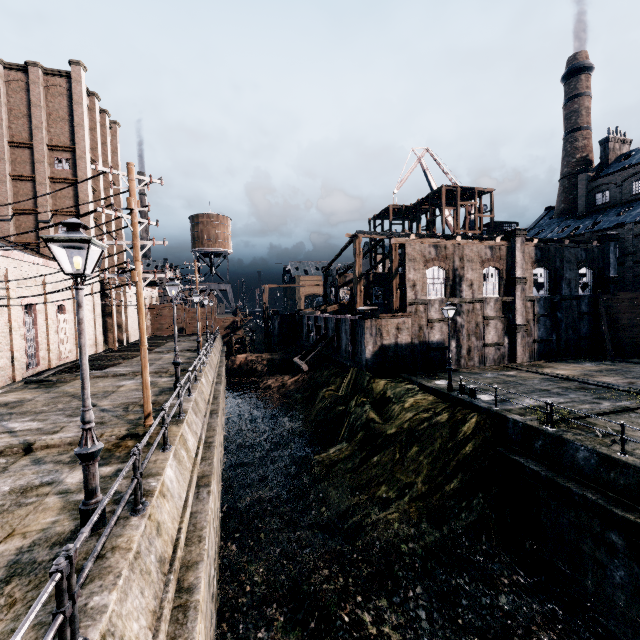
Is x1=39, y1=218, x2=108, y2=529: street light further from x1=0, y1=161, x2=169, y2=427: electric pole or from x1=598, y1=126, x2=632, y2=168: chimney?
x1=598, y1=126, x2=632, y2=168: chimney

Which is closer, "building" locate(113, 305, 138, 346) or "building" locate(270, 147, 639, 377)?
"building" locate(270, 147, 639, 377)

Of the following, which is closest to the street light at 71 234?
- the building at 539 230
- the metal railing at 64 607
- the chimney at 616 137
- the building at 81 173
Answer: the metal railing at 64 607

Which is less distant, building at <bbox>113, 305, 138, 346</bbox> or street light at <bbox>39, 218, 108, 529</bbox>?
street light at <bbox>39, 218, 108, 529</bbox>

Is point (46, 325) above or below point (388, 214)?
below

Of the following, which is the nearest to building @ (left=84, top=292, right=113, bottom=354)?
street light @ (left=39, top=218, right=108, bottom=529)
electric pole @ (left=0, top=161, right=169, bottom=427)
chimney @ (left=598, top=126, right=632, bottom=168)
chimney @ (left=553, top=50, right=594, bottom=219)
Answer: electric pole @ (left=0, top=161, right=169, bottom=427)

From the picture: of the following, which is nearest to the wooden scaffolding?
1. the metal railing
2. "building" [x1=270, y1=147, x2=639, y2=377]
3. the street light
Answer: "building" [x1=270, y1=147, x2=639, y2=377]

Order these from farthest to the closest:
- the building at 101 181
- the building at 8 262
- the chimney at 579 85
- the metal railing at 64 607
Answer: the chimney at 579 85, the building at 101 181, the building at 8 262, the metal railing at 64 607
